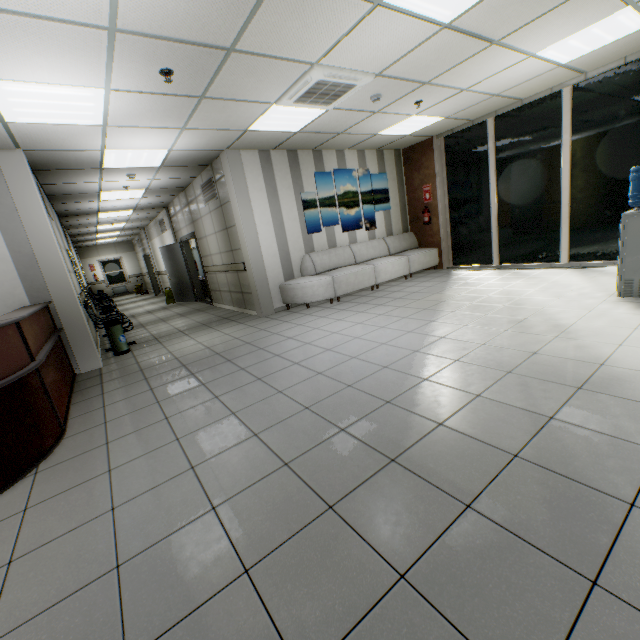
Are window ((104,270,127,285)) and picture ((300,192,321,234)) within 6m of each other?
no

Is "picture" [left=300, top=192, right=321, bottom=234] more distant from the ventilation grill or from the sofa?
the ventilation grill

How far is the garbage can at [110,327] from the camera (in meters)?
5.68

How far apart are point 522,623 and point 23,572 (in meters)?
2.37

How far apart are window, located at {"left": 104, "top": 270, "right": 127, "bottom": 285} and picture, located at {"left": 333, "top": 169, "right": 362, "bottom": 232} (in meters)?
18.25

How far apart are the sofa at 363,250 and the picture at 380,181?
0.3 meters

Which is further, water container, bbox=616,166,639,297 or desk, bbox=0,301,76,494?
water container, bbox=616,166,639,297

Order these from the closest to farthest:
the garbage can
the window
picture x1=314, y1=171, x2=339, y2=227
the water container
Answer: the water container, the garbage can, picture x1=314, y1=171, x2=339, y2=227, the window
